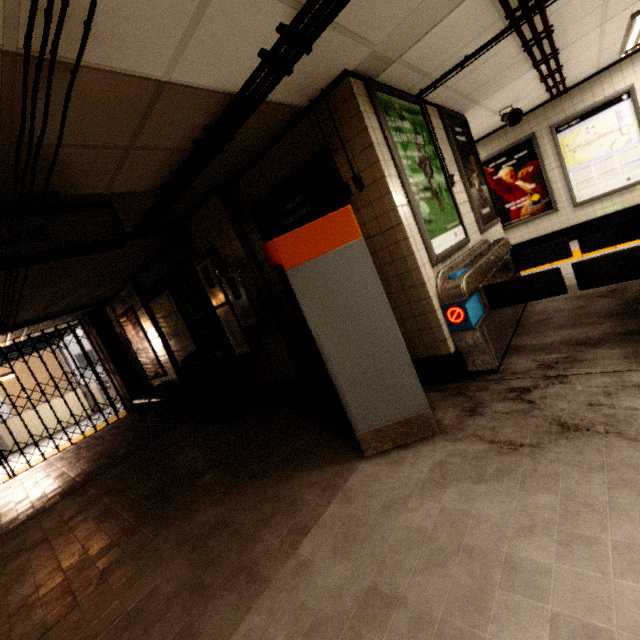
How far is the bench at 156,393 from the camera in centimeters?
589cm

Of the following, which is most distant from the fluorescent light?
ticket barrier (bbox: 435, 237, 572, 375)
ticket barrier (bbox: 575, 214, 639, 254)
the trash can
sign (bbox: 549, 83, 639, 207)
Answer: the trash can

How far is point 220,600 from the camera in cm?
187

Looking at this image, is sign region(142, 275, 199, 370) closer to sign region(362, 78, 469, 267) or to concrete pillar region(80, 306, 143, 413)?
concrete pillar region(80, 306, 143, 413)

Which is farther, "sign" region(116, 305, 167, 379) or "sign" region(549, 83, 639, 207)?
"sign" region(116, 305, 167, 379)

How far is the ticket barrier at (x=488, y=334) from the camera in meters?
2.9

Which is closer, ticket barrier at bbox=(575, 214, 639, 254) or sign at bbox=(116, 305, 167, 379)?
ticket barrier at bbox=(575, 214, 639, 254)

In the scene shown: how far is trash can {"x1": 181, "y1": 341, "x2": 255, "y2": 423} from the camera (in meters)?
4.73
